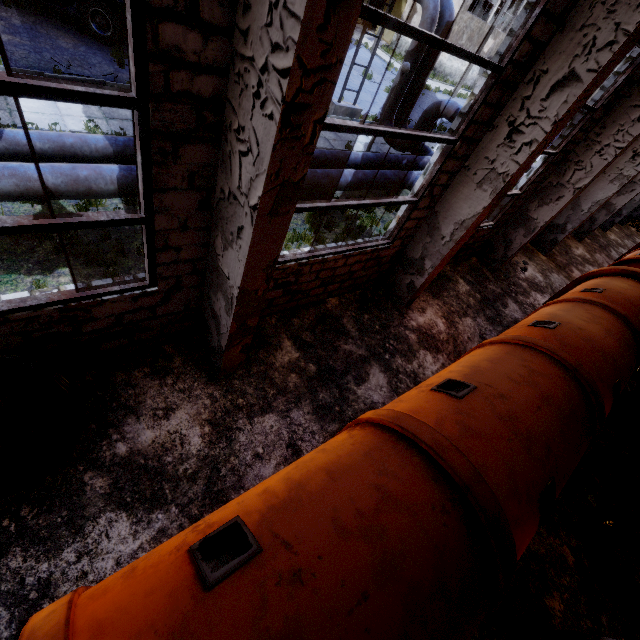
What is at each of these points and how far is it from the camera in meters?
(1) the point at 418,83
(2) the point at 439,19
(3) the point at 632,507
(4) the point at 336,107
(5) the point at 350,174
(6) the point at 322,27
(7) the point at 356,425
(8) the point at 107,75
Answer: (1) pipe, 12.8
(2) pipe, 11.5
(3) concrete debris, 6.3
(4) pipe holder, 15.0
(5) pipe, 9.2
(6) column beam, 1.9
(7) cable machine, 3.7
(8) asphalt debris, 10.3

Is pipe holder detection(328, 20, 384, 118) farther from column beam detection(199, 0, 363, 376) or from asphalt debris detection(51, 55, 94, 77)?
column beam detection(199, 0, 363, 376)

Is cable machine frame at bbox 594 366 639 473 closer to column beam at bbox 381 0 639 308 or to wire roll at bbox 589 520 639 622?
wire roll at bbox 589 520 639 622

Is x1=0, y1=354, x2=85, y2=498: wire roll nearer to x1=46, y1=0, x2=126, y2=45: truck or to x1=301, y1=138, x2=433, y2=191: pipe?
x1=301, y1=138, x2=433, y2=191: pipe

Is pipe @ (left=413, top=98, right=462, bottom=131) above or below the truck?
above

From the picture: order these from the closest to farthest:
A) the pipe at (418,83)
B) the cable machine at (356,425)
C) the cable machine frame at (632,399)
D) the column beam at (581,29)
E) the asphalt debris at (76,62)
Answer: the cable machine at (356,425) < the column beam at (581,29) < the cable machine frame at (632,399) < the asphalt debris at (76,62) < the pipe at (418,83)

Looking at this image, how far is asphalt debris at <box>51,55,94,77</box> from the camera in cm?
971

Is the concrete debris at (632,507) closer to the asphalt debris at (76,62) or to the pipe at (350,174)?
the pipe at (350,174)
